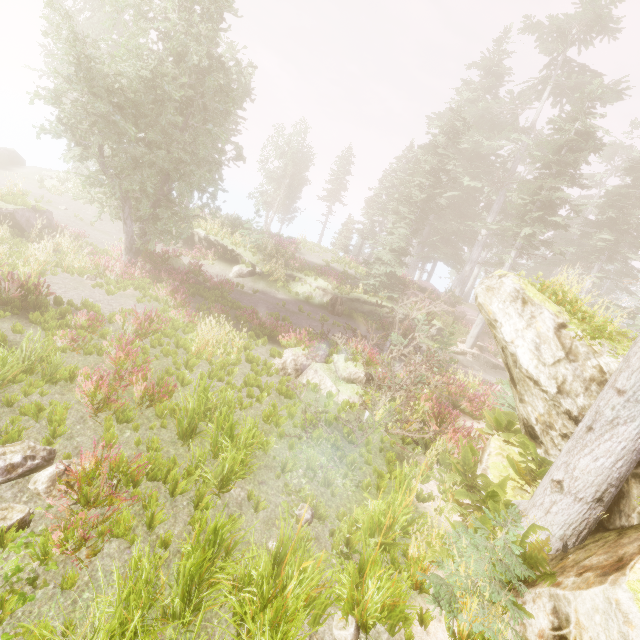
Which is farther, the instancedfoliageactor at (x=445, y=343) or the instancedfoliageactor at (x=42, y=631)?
the instancedfoliageactor at (x=445, y=343)

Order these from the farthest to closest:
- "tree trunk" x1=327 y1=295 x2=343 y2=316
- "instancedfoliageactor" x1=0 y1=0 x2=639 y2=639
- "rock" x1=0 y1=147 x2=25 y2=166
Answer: "rock" x1=0 y1=147 x2=25 y2=166
"tree trunk" x1=327 y1=295 x2=343 y2=316
"instancedfoliageactor" x1=0 y1=0 x2=639 y2=639

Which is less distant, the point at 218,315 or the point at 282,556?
the point at 282,556

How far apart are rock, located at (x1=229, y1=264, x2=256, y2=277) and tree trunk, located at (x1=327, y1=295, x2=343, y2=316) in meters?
5.5 m

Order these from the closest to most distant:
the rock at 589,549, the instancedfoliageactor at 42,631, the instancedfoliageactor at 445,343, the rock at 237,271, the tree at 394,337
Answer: the instancedfoliageactor at 42,631
the rock at 589,549
the tree at 394,337
the instancedfoliageactor at 445,343
the rock at 237,271

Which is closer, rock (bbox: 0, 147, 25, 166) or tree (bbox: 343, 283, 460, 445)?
tree (bbox: 343, 283, 460, 445)

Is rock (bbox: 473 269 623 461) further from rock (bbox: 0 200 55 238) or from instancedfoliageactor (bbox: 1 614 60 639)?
rock (bbox: 0 200 55 238)

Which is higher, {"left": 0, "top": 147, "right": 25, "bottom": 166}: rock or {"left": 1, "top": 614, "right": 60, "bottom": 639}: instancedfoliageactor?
{"left": 0, "top": 147, "right": 25, "bottom": 166}: rock
